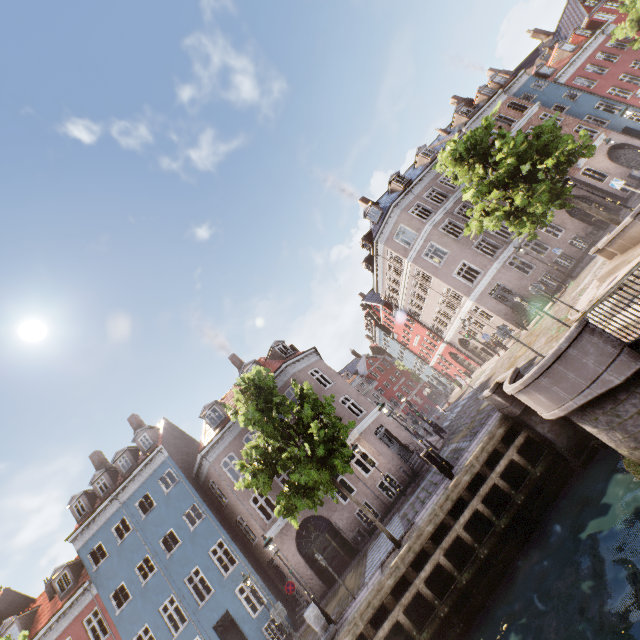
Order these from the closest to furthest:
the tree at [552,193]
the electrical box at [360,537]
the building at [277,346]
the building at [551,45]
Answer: the tree at [552,193] < the electrical box at [360,537] < the building at [277,346] < the building at [551,45]

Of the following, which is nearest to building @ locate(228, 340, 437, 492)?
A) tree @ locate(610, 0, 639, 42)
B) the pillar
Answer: tree @ locate(610, 0, 639, 42)

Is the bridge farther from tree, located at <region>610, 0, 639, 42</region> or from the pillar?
the pillar

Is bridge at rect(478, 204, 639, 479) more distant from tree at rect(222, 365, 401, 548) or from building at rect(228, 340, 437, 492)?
building at rect(228, 340, 437, 492)

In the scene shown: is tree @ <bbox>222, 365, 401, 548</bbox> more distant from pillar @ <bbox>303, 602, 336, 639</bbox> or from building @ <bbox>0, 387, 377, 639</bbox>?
building @ <bbox>0, 387, 377, 639</bbox>

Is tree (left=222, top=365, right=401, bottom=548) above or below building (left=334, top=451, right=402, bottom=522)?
above

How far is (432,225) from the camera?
26.0m

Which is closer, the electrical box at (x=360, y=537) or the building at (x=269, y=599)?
the electrical box at (x=360, y=537)
